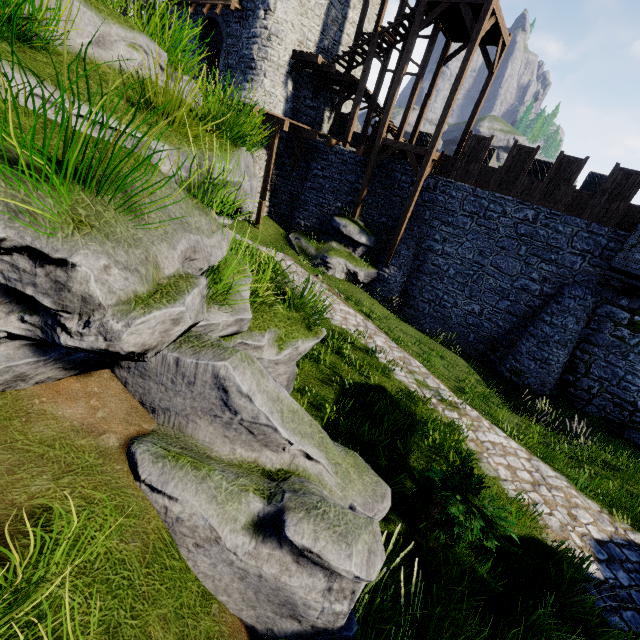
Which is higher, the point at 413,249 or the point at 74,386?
the point at 74,386

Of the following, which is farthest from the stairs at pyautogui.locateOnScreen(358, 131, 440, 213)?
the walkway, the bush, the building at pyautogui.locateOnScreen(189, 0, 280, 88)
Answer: the bush

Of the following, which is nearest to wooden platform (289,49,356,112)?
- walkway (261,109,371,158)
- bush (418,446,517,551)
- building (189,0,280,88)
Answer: building (189,0,280,88)

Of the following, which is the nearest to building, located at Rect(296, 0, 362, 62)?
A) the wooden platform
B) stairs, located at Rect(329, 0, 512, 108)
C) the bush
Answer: the wooden platform

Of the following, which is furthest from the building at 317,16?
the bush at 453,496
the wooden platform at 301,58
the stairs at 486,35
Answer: the bush at 453,496

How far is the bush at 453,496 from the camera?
4.4m

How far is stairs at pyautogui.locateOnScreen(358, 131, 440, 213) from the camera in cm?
1584

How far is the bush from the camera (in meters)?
4.43
